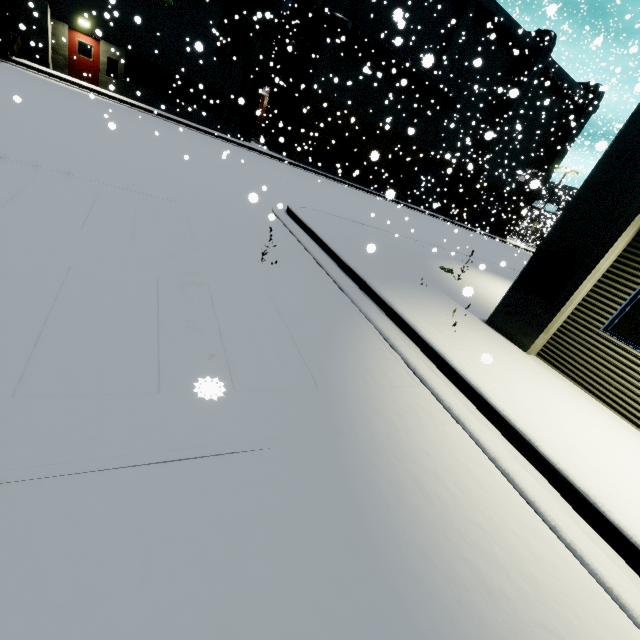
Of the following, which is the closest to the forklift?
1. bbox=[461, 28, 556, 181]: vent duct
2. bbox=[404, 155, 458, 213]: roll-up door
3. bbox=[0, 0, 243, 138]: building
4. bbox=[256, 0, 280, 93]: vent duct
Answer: bbox=[0, 0, 243, 138]: building

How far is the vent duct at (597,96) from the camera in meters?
32.4 m

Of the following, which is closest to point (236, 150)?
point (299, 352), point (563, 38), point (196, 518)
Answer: point (563, 38)

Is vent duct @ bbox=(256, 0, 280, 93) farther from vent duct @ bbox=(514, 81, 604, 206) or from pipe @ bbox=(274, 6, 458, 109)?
vent duct @ bbox=(514, 81, 604, 206)

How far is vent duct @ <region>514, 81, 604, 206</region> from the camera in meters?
32.4 m

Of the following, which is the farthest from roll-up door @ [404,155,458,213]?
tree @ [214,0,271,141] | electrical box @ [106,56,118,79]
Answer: electrical box @ [106,56,118,79]

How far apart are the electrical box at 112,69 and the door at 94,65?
0.4m

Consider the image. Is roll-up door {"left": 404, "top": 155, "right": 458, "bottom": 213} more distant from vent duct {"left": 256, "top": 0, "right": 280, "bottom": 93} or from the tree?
vent duct {"left": 256, "top": 0, "right": 280, "bottom": 93}
